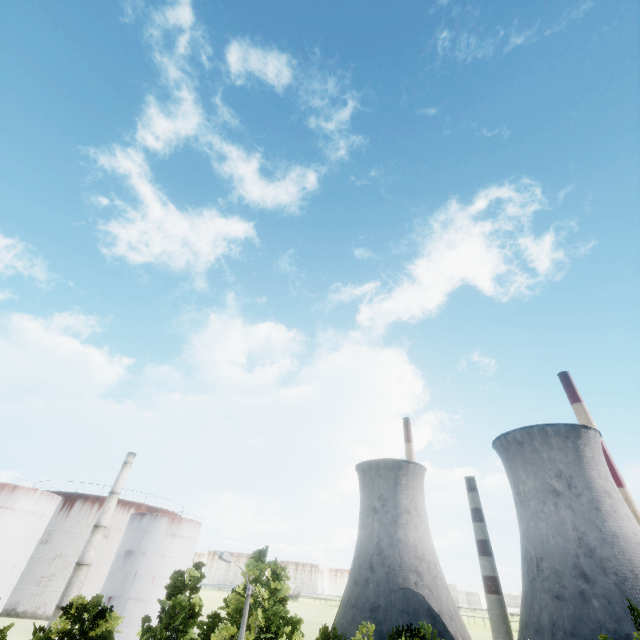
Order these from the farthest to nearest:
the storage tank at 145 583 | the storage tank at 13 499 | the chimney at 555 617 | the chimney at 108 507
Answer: the chimney at 555 617, the storage tank at 145 583, the chimney at 108 507, the storage tank at 13 499

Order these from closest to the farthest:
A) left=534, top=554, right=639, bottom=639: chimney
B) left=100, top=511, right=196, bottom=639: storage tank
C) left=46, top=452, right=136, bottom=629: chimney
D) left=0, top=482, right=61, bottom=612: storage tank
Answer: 1. left=0, top=482, right=61, bottom=612: storage tank
2. left=46, top=452, right=136, bottom=629: chimney
3. left=100, top=511, right=196, bottom=639: storage tank
4. left=534, top=554, right=639, bottom=639: chimney

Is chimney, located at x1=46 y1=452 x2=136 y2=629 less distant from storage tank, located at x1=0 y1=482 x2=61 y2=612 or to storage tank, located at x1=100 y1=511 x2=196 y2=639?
storage tank, located at x1=100 y1=511 x2=196 y2=639

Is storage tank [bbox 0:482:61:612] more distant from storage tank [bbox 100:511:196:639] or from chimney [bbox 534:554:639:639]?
chimney [bbox 534:554:639:639]

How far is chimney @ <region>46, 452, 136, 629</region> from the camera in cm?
4462

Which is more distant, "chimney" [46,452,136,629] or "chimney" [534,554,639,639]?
"chimney" [534,554,639,639]

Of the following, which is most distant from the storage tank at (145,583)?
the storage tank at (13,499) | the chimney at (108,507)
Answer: the storage tank at (13,499)

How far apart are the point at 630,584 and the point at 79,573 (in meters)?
90.77
